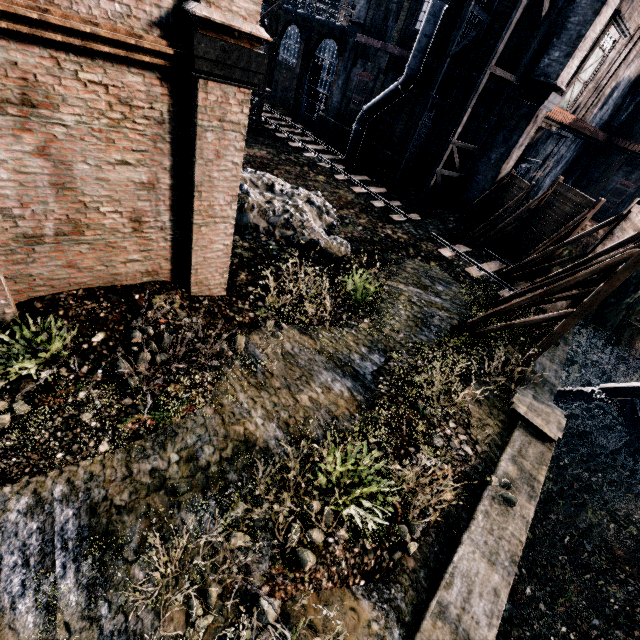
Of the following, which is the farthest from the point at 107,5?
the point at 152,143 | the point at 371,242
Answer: the point at 371,242

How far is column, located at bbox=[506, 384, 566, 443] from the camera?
9.44m

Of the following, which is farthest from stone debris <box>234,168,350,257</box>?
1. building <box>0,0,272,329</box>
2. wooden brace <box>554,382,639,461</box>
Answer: wooden brace <box>554,382,639,461</box>

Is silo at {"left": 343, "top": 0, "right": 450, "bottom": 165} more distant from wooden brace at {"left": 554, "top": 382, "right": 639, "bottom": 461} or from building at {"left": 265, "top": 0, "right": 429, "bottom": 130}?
wooden brace at {"left": 554, "top": 382, "right": 639, "bottom": 461}

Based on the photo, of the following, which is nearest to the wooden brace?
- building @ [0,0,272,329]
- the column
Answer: the column

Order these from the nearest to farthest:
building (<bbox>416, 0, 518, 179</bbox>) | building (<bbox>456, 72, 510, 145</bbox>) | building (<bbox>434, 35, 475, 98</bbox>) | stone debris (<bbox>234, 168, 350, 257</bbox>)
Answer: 1. stone debris (<bbox>234, 168, 350, 257</bbox>)
2. building (<bbox>416, 0, 518, 179</bbox>)
3. building (<bbox>456, 72, 510, 145</bbox>)
4. building (<bbox>434, 35, 475, 98</bbox>)

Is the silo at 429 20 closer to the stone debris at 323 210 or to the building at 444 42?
the building at 444 42

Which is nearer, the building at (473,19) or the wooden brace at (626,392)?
the wooden brace at (626,392)
